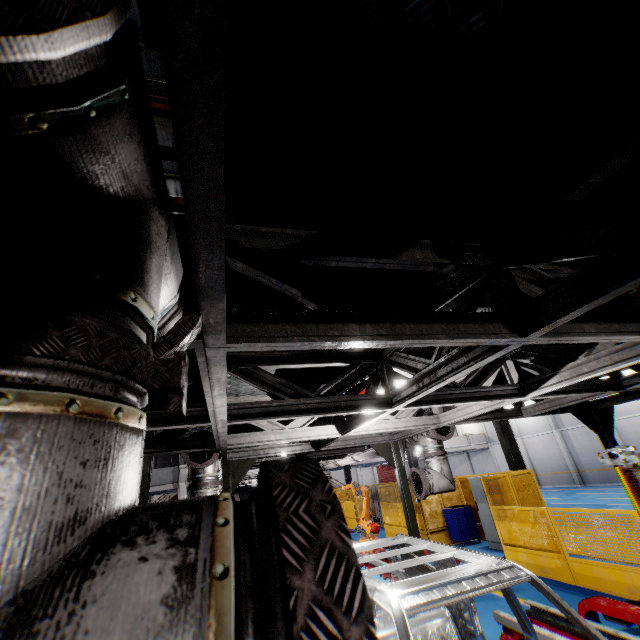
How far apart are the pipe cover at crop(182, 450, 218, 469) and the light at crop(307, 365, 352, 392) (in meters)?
1.46

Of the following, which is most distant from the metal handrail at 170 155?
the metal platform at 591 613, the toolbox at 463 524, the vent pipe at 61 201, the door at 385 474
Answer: the door at 385 474

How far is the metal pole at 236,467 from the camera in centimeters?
640cm

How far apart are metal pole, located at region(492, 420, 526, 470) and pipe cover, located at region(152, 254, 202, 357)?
14.1m

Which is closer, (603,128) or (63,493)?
(63,493)

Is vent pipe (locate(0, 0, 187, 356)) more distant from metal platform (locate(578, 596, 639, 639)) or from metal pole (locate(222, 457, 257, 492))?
metal pole (locate(222, 457, 257, 492))

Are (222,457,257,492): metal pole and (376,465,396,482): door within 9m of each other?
no

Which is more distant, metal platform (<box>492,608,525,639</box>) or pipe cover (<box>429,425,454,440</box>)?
pipe cover (<box>429,425,454,440</box>)
